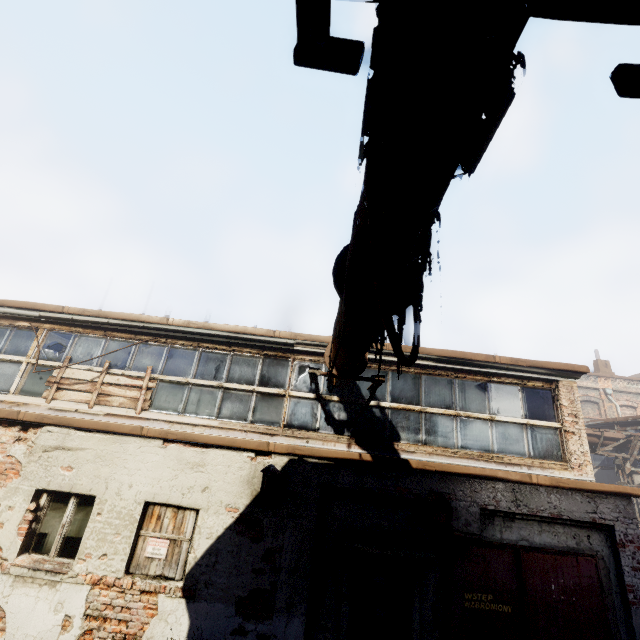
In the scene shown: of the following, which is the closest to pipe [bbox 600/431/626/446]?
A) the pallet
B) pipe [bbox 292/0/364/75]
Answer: pipe [bbox 292/0/364/75]

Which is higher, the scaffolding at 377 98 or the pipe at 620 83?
the pipe at 620 83

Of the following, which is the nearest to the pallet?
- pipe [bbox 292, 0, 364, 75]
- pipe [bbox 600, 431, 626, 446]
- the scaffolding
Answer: pipe [bbox 292, 0, 364, 75]

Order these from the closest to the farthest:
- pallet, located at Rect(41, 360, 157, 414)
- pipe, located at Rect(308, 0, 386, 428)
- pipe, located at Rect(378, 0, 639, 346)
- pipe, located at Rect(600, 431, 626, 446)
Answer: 1. pipe, located at Rect(378, 0, 639, 346)
2. pipe, located at Rect(308, 0, 386, 428)
3. pallet, located at Rect(41, 360, 157, 414)
4. pipe, located at Rect(600, 431, 626, 446)

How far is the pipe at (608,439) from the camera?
13.2 meters

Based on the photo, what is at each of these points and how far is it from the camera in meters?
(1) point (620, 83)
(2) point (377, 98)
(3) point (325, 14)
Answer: (1) pipe, 1.2
(2) scaffolding, 1.1
(3) pipe, 1.1

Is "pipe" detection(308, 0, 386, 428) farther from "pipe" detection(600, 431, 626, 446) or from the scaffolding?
"pipe" detection(600, 431, 626, 446)
